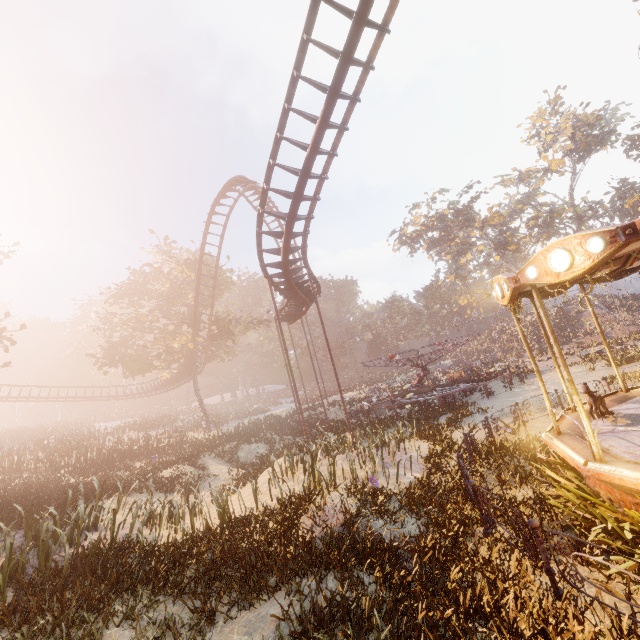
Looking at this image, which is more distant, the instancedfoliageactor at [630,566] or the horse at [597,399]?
the horse at [597,399]

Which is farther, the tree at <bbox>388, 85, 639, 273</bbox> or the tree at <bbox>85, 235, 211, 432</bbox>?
the tree at <bbox>388, 85, 639, 273</bbox>

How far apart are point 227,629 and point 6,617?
3.8 meters

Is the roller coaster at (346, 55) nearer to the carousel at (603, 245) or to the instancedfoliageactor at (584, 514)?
the carousel at (603, 245)

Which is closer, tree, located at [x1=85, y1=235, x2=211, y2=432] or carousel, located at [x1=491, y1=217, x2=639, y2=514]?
carousel, located at [x1=491, y1=217, x2=639, y2=514]

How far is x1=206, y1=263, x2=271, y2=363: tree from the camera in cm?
3192

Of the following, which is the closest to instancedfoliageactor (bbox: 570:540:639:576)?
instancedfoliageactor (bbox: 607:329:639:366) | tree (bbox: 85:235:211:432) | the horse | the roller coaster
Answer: the horse

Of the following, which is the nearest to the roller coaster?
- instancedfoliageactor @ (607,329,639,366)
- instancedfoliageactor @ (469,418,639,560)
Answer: instancedfoliageactor @ (469,418,639,560)
